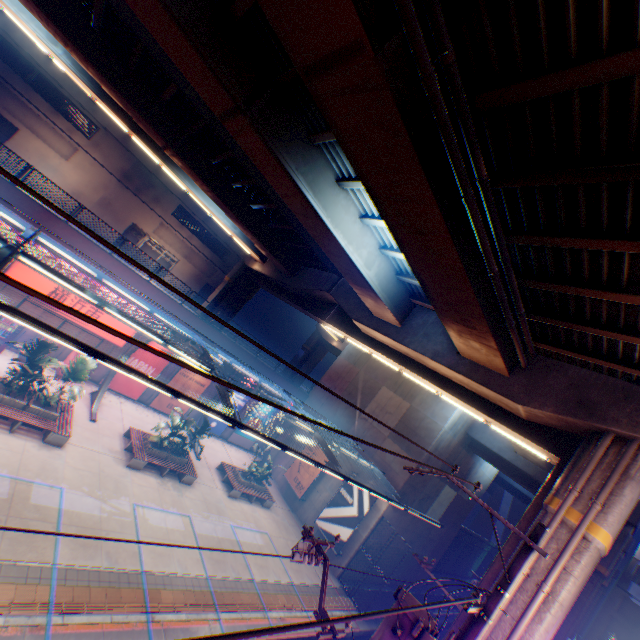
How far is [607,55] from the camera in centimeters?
456cm

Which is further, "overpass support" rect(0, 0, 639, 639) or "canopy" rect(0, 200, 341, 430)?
"canopy" rect(0, 200, 341, 430)

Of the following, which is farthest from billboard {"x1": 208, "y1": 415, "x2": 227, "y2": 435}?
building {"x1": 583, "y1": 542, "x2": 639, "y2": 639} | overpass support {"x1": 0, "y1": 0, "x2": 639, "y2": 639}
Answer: building {"x1": 583, "y1": 542, "x2": 639, "y2": 639}

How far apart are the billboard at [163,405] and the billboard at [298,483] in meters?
9.3 m

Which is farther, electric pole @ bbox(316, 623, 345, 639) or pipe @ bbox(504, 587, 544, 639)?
pipe @ bbox(504, 587, 544, 639)

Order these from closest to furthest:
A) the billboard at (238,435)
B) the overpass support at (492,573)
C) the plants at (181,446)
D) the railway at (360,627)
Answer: the overpass support at (492,573) < the plants at (181,446) < the railway at (360,627) < the billboard at (238,435)

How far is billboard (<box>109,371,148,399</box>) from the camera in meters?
20.7 m

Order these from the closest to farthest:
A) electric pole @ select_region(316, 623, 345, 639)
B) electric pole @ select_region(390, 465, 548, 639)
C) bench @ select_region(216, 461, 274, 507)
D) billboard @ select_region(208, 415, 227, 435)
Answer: electric pole @ select_region(390, 465, 548, 639), electric pole @ select_region(316, 623, 345, 639), bench @ select_region(216, 461, 274, 507), billboard @ select_region(208, 415, 227, 435)
